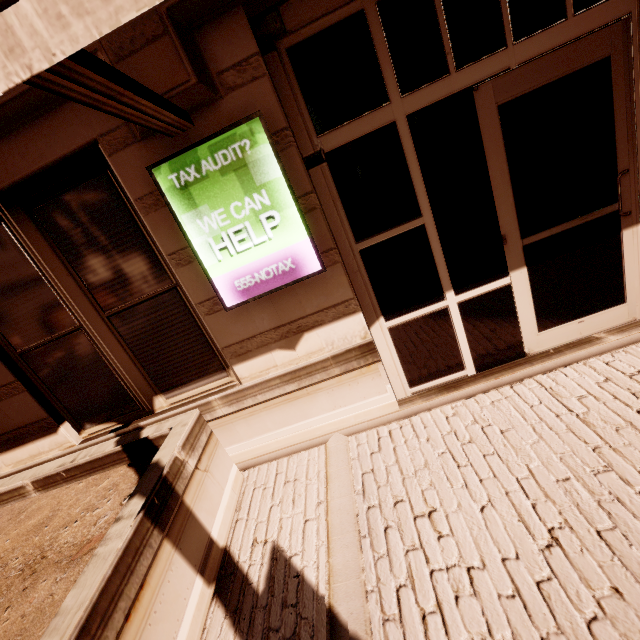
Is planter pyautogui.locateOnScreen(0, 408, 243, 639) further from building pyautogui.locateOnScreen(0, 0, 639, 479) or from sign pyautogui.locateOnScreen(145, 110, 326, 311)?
sign pyautogui.locateOnScreen(145, 110, 326, 311)

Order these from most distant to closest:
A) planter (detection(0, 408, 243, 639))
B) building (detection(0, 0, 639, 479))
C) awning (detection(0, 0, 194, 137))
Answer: building (detection(0, 0, 639, 479)) < planter (detection(0, 408, 243, 639)) < awning (detection(0, 0, 194, 137))

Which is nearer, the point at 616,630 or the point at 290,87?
the point at 616,630

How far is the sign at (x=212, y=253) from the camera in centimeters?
245cm

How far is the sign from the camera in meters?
2.4 m

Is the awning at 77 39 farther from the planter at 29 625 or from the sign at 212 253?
the planter at 29 625

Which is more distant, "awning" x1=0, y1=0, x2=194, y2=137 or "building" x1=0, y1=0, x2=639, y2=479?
"building" x1=0, y1=0, x2=639, y2=479

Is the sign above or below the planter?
above
